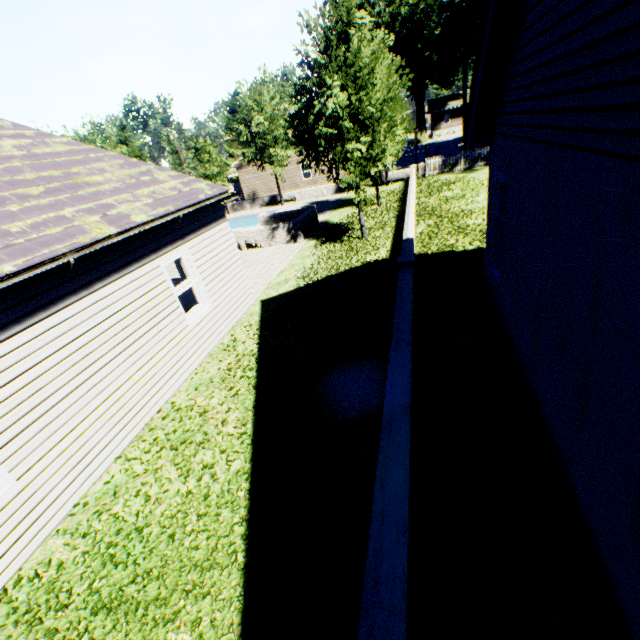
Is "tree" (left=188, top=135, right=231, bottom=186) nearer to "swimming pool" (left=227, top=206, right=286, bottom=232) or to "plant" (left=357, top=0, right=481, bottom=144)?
"swimming pool" (left=227, top=206, right=286, bottom=232)

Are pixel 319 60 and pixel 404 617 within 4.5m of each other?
no

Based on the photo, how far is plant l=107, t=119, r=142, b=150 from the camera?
33.1m

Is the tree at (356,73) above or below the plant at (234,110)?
below

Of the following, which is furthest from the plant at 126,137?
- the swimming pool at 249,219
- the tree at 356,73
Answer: the swimming pool at 249,219

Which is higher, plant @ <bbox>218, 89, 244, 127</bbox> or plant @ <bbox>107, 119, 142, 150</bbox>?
plant @ <bbox>218, 89, 244, 127</bbox>

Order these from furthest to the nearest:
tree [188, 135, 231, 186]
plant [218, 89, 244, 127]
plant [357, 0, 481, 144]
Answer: plant [218, 89, 244, 127], plant [357, 0, 481, 144], tree [188, 135, 231, 186]
